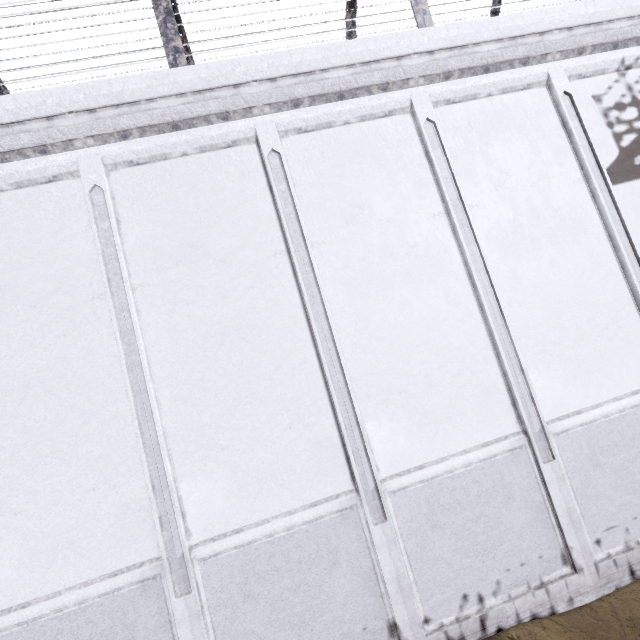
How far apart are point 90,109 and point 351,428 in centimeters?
554cm

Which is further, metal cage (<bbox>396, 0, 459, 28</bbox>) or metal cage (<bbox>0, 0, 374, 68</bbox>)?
metal cage (<bbox>396, 0, 459, 28</bbox>)

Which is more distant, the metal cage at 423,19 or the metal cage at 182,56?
the metal cage at 423,19
